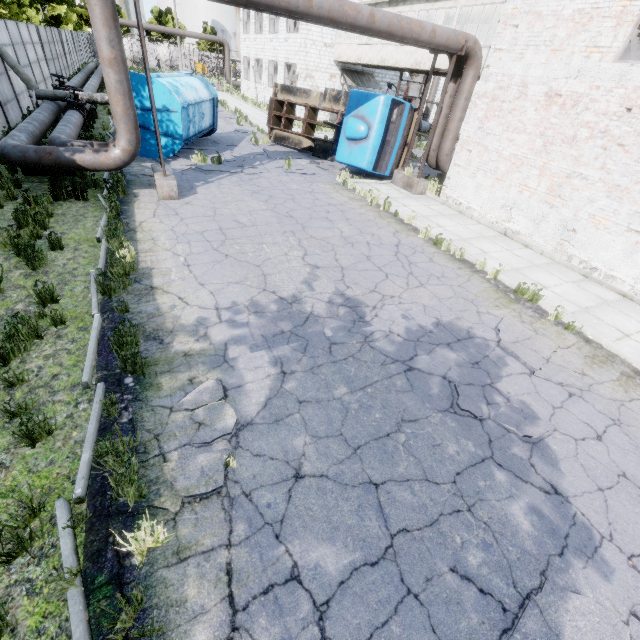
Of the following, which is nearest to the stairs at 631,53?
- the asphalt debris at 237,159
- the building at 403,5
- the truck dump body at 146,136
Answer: the building at 403,5

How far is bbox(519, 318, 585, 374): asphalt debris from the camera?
6.0 meters

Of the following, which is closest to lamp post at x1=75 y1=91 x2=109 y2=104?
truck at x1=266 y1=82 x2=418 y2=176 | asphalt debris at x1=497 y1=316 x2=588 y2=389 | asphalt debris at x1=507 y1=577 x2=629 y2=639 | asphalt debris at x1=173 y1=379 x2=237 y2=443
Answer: truck at x1=266 y1=82 x2=418 y2=176

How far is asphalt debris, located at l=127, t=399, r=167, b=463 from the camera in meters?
3.7 m

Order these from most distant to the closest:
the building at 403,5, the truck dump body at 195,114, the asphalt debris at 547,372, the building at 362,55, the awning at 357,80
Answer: the awning at 357,80 → the building at 362,55 → the building at 403,5 → the truck dump body at 195,114 → the asphalt debris at 547,372

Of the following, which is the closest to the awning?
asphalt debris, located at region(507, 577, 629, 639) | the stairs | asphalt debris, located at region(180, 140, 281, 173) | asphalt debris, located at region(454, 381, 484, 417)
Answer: asphalt debris, located at region(180, 140, 281, 173)

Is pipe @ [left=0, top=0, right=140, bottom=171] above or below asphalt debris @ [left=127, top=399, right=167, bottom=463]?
above

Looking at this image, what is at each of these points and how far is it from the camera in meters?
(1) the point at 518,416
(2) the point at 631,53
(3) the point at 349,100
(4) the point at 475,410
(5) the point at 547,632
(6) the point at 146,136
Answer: (1) asphalt debris, 4.8 m
(2) stairs, 10.0 m
(3) truck, 13.4 m
(4) asphalt debris, 4.8 m
(5) asphalt debris, 2.9 m
(6) truck dump body, 12.7 m
